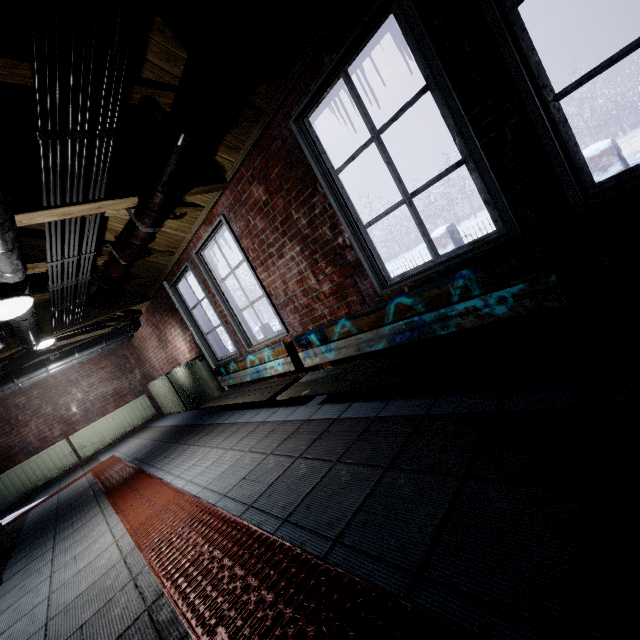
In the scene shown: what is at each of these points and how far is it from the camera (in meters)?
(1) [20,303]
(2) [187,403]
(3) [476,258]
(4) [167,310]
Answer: (1) z, 2.20
(2) radiator, 5.89
(3) window, 1.72
(4) window, 5.00

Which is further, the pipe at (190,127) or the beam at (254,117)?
the beam at (254,117)

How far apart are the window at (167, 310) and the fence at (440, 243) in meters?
3.7 m

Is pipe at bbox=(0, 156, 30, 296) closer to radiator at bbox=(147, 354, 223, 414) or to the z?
the z

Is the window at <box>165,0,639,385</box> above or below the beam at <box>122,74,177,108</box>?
below

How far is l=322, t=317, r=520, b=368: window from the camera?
1.8m

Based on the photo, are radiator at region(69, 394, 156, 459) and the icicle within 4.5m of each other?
no

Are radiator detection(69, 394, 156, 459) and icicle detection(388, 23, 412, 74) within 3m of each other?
no
